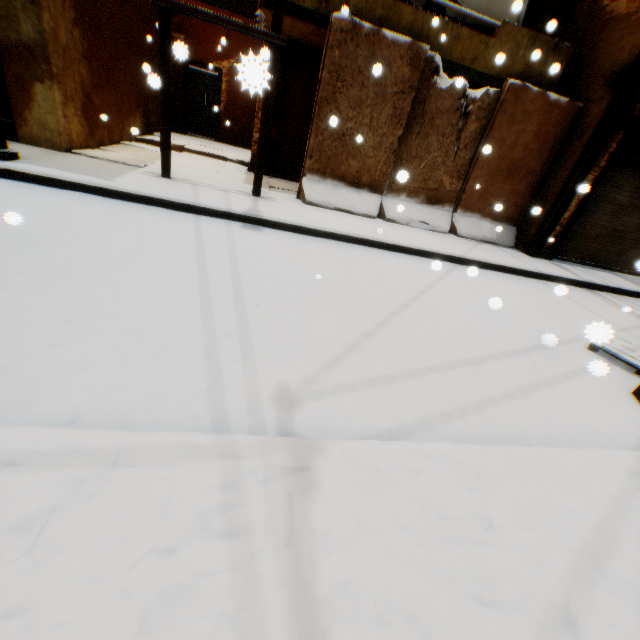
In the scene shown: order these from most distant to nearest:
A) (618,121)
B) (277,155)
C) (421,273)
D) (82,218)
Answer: (277,155) < (618,121) < (421,273) < (82,218)

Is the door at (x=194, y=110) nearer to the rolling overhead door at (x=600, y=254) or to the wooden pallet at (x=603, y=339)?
the rolling overhead door at (x=600, y=254)

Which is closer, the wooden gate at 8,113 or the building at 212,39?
the building at 212,39

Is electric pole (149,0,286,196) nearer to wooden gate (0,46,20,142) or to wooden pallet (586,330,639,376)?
wooden gate (0,46,20,142)

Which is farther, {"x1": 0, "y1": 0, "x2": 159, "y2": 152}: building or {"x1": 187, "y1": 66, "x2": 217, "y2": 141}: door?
{"x1": 187, "y1": 66, "x2": 217, "y2": 141}: door

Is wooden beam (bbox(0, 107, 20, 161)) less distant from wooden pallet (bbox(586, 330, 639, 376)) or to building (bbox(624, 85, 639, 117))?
building (bbox(624, 85, 639, 117))

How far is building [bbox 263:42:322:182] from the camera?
8.66m

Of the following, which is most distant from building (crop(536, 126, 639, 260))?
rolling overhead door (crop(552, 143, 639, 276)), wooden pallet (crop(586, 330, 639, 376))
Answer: wooden pallet (crop(586, 330, 639, 376))
